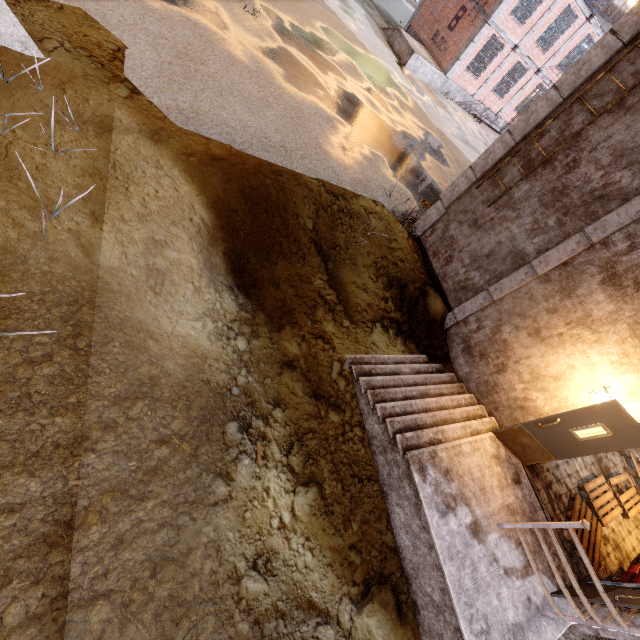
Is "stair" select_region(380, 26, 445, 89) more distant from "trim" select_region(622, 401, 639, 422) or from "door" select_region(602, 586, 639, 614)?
"door" select_region(602, 586, 639, 614)

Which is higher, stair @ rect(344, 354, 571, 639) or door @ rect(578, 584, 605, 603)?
door @ rect(578, 584, 605, 603)

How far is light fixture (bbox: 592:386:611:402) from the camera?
5.4m

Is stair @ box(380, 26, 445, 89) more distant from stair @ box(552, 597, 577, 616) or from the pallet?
the pallet

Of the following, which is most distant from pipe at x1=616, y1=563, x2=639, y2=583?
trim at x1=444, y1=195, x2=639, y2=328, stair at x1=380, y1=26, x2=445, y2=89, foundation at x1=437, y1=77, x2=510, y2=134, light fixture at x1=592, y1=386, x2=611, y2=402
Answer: foundation at x1=437, y1=77, x2=510, y2=134

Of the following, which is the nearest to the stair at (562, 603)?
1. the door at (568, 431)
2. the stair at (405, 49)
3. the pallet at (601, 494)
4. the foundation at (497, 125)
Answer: the door at (568, 431)

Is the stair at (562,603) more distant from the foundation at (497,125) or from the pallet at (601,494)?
the foundation at (497,125)

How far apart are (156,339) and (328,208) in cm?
511
